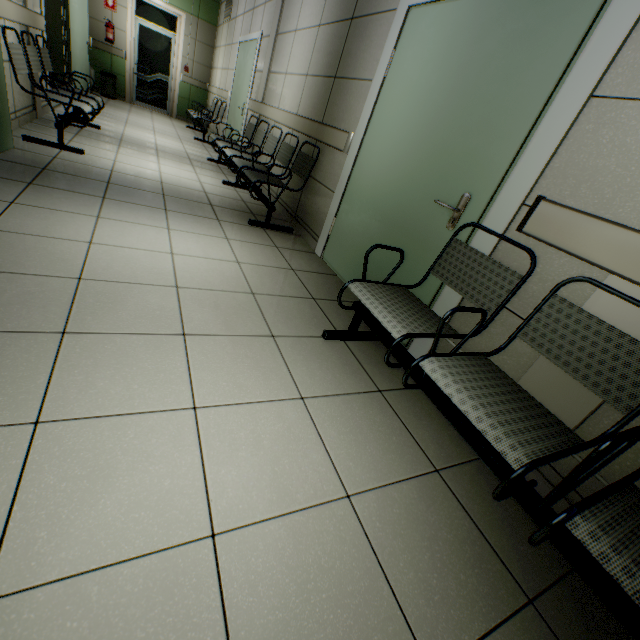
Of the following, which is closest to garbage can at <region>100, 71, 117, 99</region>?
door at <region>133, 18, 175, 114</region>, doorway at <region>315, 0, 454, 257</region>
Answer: door at <region>133, 18, 175, 114</region>

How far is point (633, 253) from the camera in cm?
126

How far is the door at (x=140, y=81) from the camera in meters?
8.8

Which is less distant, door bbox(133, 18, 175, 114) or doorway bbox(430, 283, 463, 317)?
doorway bbox(430, 283, 463, 317)

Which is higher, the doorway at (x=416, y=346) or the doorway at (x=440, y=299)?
the doorway at (x=440, y=299)

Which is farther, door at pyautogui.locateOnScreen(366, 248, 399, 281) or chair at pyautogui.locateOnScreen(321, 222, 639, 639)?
door at pyautogui.locateOnScreen(366, 248, 399, 281)

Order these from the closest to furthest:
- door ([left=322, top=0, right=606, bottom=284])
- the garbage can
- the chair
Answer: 1. the chair
2. door ([left=322, top=0, right=606, bottom=284])
3. the garbage can

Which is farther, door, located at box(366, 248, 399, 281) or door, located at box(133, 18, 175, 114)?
door, located at box(133, 18, 175, 114)
